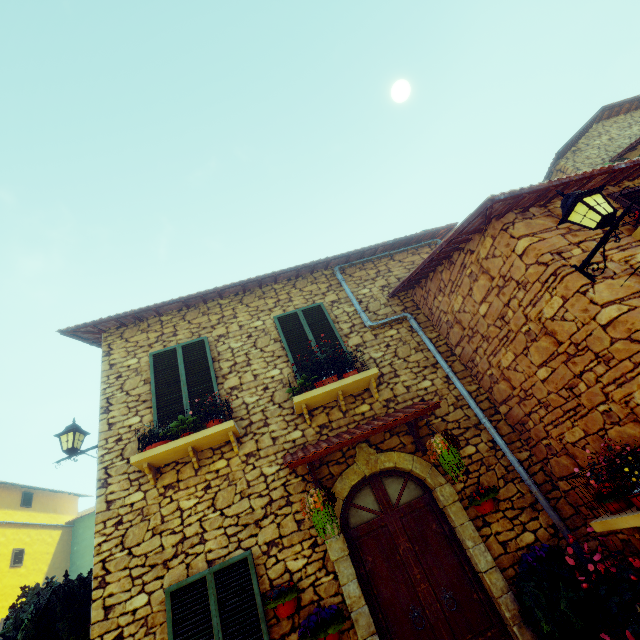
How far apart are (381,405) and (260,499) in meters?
2.4

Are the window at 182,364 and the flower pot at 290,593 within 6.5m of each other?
yes

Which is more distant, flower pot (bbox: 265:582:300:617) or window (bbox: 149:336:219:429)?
window (bbox: 149:336:219:429)

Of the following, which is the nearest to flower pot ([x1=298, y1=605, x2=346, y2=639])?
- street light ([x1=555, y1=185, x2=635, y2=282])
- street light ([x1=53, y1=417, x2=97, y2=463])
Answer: street light ([x1=53, y1=417, x2=97, y2=463])

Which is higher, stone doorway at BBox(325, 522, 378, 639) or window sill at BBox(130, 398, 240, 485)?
window sill at BBox(130, 398, 240, 485)

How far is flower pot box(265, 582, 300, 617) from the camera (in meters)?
3.86

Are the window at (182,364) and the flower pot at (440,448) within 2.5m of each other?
no

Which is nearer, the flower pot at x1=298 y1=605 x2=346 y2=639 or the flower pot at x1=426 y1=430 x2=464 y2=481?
the flower pot at x1=298 y1=605 x2=346 y2=639
